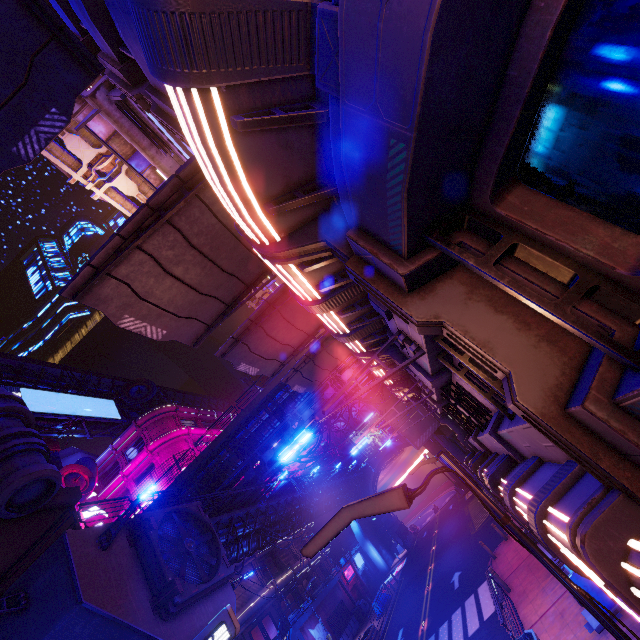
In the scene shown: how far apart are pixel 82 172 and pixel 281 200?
16.1m

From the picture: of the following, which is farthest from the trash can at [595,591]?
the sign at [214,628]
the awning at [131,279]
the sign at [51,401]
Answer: the sign at [51,401]

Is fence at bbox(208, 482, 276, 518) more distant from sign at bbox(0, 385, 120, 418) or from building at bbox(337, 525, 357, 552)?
building at bbox(337, 525, 357, 552)

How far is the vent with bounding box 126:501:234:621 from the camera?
13.46m

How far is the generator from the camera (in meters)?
34.38

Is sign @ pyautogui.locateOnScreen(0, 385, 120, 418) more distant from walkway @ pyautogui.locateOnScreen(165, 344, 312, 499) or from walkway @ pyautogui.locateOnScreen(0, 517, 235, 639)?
walkway @ pyautogui.locateOnScreen(0, 517, 235, 639)

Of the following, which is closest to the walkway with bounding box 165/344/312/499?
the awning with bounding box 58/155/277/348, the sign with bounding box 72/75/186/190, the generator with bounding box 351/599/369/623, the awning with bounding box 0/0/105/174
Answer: the sign with bounding box 72/75/186/190

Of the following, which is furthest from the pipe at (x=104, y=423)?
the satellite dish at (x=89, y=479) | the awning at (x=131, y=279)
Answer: the awning at (x=131, y=279)
